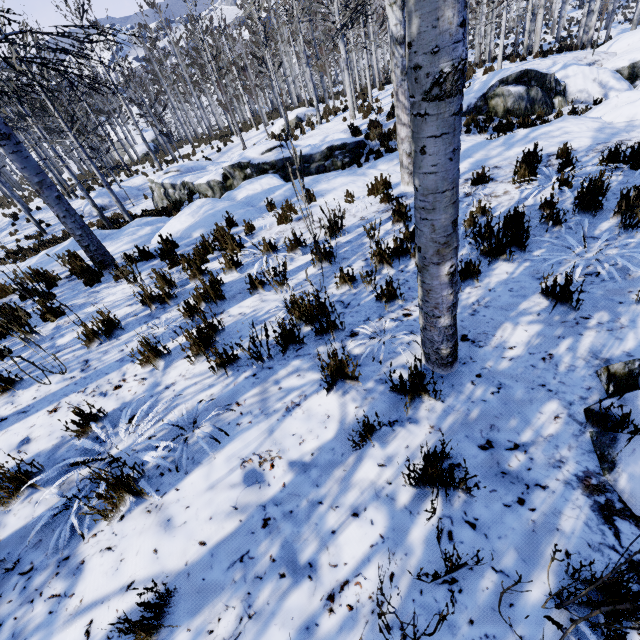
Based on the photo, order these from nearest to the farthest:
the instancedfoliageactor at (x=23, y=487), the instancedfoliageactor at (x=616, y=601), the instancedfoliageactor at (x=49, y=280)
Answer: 1. the instancedfoliageactor at (x=616, y=601)
2. the instancedfoliageactor at (x=23, y=487)
3. the instancedfoliageactor at (x=49, y=280)

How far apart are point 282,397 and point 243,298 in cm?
194

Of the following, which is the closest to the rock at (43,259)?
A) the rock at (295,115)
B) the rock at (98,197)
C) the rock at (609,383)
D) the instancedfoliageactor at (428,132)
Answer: the instancedfoliageactor at (428,132)

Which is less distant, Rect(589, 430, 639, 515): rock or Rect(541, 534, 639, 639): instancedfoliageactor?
Rect(541, 534, 639, 639): instancedfoliageactor

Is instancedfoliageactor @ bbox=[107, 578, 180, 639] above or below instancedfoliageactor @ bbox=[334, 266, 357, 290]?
above

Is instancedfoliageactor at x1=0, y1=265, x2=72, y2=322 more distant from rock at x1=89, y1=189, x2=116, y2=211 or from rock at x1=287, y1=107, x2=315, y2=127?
rock at x1=89, y1=189, x2=116, y2=211

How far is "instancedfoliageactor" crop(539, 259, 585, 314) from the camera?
2.67m
